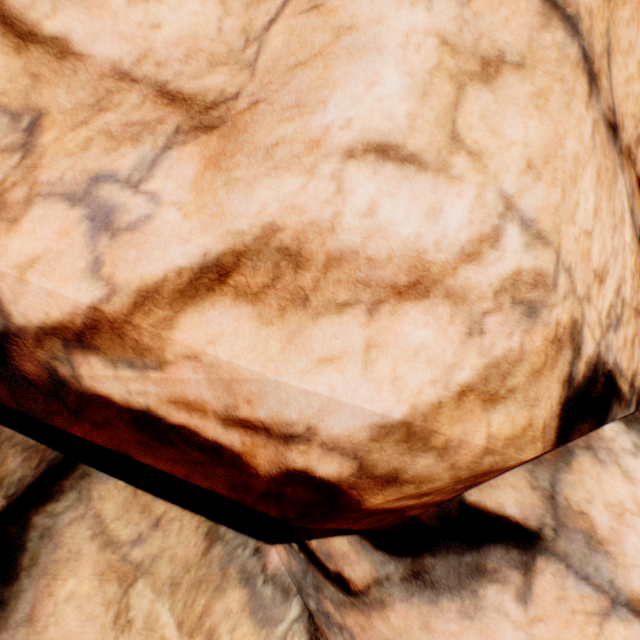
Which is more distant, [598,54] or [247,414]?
[598,54]
